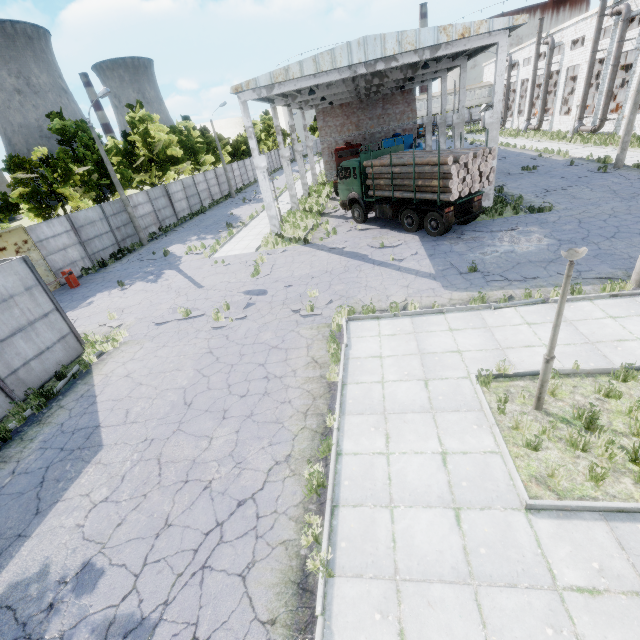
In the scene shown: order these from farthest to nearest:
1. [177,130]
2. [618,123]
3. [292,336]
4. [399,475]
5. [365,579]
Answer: [177,130]
[618,123]
[292,336]
[399,475]
[365,579]

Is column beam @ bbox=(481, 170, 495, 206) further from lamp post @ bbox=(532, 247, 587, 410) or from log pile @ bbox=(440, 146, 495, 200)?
lamp post @ bbox=(532, 247, 587, 410)

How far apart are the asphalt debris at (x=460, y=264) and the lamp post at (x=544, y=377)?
5.8 meters

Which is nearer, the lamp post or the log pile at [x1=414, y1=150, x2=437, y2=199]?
the lamp post

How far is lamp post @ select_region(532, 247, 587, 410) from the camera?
4.8 meters

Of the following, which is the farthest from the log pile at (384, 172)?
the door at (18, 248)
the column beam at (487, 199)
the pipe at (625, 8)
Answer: the pipe at (625, 8)

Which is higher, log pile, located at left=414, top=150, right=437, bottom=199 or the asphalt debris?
log pile, located at left=414, top=150, right=437, bottom=199

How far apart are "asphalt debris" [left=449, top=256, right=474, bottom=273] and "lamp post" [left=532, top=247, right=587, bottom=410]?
5.77m
